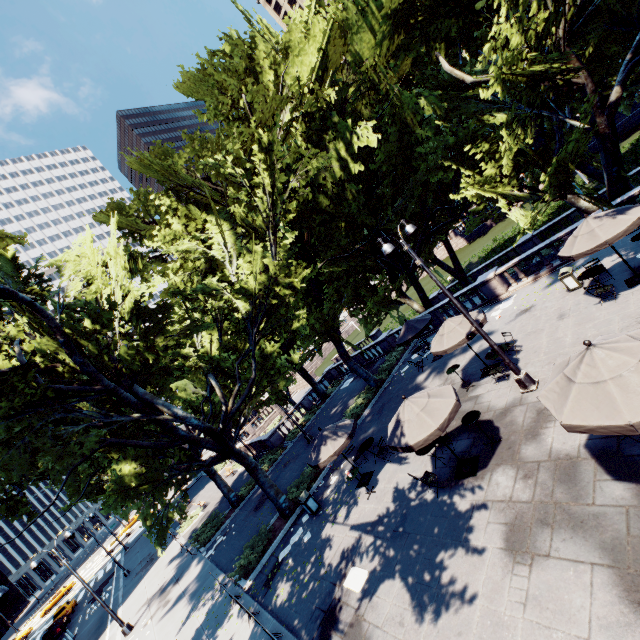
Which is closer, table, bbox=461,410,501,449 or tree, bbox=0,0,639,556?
table, bbox=461,410,501,449

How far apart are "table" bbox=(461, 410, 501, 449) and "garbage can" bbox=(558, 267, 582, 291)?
8.62m

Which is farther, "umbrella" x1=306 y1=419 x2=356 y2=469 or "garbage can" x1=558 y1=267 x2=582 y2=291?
"garbage can" x1=558 y1=267 x2=582 y2=291

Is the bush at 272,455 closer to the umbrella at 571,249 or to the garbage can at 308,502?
the garbage can at 308,502

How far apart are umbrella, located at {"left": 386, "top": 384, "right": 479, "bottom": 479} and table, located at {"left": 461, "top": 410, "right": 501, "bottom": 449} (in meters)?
1.28

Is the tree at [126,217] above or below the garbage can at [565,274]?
above

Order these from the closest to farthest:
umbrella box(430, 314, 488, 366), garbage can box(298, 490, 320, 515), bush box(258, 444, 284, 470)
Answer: umbrella box(430, 314, 488, 366), garbage can box(298, 490, 320, 515), bush box(258, 444, 284, 470)

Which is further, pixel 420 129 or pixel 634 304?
pixel 420 129
